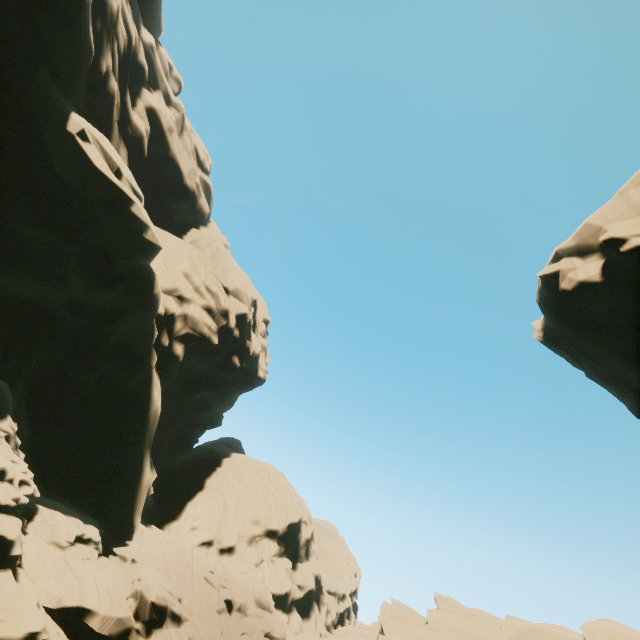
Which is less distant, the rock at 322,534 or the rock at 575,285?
the rock at 575,285

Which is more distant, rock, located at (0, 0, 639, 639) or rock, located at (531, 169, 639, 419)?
rock, located at (0, 0, 639, 639)

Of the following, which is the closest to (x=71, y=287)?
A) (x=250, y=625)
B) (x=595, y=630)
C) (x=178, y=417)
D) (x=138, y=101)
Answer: (x=178, y=417)
